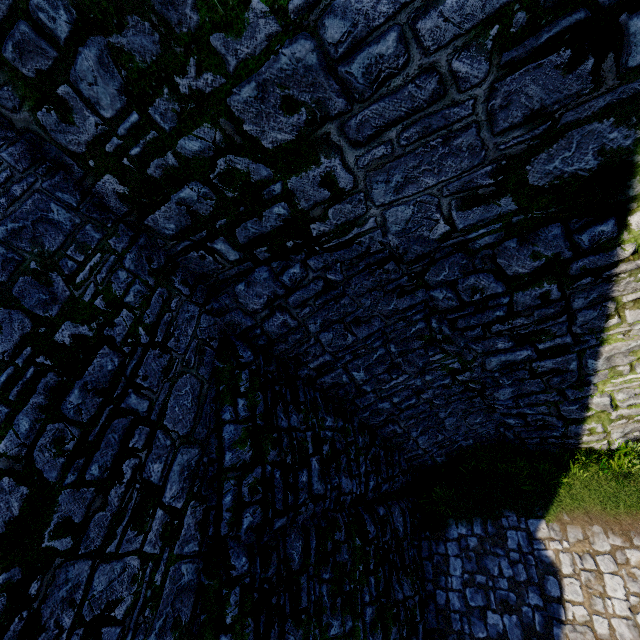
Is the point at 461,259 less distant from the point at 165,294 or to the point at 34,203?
the point at 165,294
